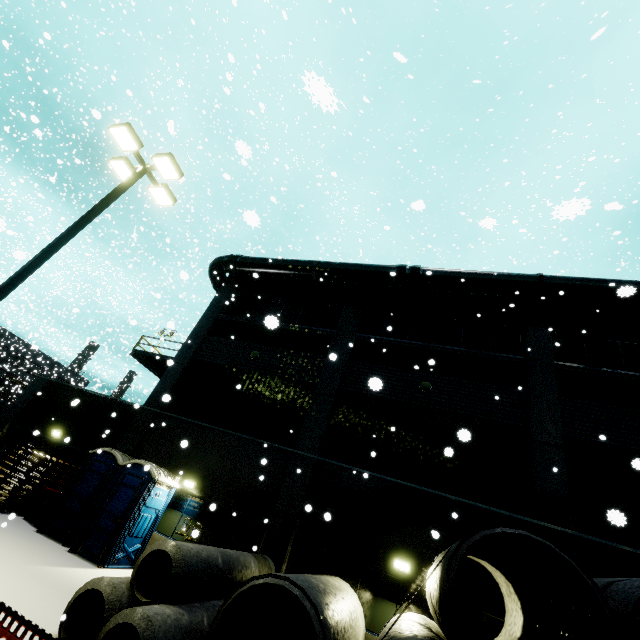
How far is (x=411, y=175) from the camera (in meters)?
24.06

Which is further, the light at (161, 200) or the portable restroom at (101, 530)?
the portable restroom at (101, 530)

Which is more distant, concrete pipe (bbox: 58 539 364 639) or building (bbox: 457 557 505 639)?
building (bbox: 457 557 505 639)

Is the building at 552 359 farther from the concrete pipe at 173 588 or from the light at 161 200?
the light at 161 200

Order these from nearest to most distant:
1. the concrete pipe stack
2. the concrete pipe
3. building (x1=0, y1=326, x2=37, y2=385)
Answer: the concrete pipe stack < the concrete pipe < building (x1=0, y1=326, x2=37, y2=385)

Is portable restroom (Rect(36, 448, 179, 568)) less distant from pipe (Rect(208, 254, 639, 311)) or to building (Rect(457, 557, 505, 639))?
building (Rect(457, 557, 505, 639))

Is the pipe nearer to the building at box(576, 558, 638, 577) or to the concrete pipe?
the building at box(576, 558, 638, 577)

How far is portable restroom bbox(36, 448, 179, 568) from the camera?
10.06m
